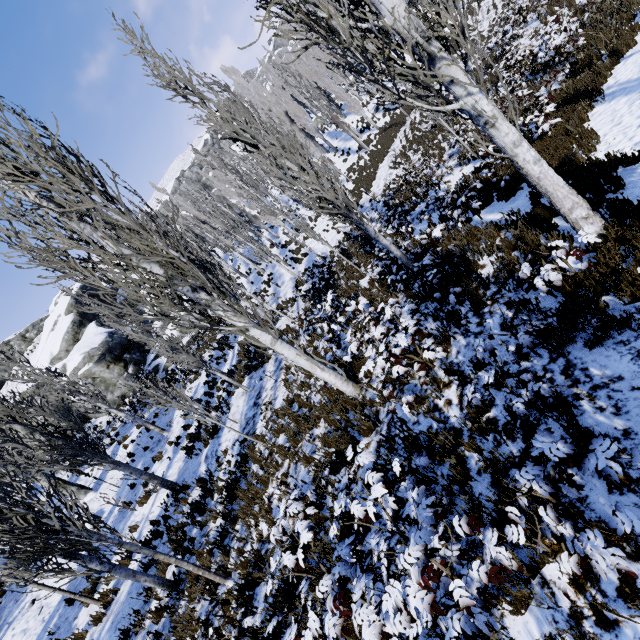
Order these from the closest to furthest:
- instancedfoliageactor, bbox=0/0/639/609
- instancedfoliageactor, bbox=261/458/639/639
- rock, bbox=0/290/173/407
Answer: instancedfoliageactor, bbox=261/458/639/639
instancedfoliageactor, bbox=0/0/639/609
rock, bbox=0/290/173/407

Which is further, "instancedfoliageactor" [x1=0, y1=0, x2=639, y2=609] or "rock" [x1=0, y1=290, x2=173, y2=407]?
"rock" [x1=0, y1=290, x2=173, y2=407]

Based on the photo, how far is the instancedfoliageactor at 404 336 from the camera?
5.0 meters

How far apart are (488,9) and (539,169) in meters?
29.9 m

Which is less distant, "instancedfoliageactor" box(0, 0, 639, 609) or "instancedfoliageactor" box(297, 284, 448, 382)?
"instancedfoliageactor" box(0, 0, 639, 609)

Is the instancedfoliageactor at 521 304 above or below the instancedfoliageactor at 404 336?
below
